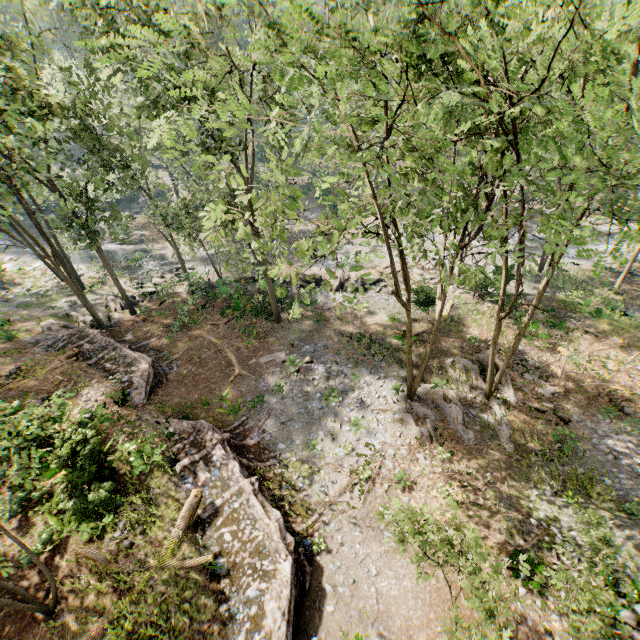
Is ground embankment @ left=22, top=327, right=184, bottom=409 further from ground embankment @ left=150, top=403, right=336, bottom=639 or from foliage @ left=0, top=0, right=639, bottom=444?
ground embankment @ left=150, top=403, right=336, bottom=639

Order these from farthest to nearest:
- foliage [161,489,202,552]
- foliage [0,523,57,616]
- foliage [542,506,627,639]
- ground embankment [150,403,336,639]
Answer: foliage [161,489,202,552] → ground embankment [150,403,336,639] → foliage [0,523,57,616] → foliage [542,506,627,639]

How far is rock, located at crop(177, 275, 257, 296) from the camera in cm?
2713

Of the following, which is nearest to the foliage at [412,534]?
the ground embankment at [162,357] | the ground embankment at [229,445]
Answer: the ground embankment at [162,357]

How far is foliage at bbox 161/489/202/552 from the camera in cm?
1168

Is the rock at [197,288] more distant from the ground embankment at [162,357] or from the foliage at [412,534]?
the ground embankment at [162,357]

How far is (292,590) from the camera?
11.1 meters

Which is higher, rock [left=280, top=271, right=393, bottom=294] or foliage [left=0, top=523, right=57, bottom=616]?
foliage [left=0, top=523, right=57, bottom=616]
